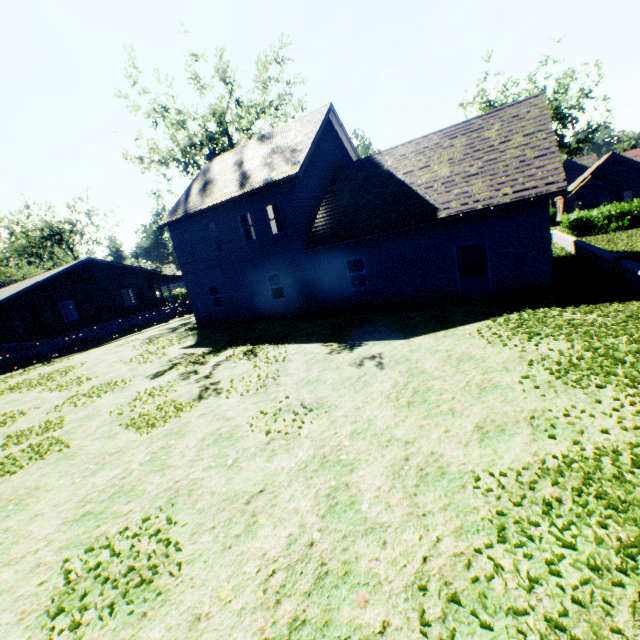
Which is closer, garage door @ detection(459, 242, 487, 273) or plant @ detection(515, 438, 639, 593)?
plant @ detection(515, 438, 639, 593)

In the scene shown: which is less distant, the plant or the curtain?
the plant

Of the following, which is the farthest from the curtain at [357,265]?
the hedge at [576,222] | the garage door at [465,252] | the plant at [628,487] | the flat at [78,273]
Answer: the plant at [628,487]

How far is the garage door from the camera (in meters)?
19.25

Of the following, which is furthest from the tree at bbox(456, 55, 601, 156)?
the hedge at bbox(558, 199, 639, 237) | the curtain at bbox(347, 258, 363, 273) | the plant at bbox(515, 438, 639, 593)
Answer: the hedge at bbox(558, 199, 639, 237)

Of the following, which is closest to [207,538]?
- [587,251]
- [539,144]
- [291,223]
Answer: [291,223]

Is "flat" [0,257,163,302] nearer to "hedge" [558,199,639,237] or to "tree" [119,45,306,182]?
"tree" [119,45,306,182]

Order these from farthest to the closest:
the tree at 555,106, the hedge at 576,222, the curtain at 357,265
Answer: the tree at 555,106 < the curtain at 357,265 < the hedge at 576,222
